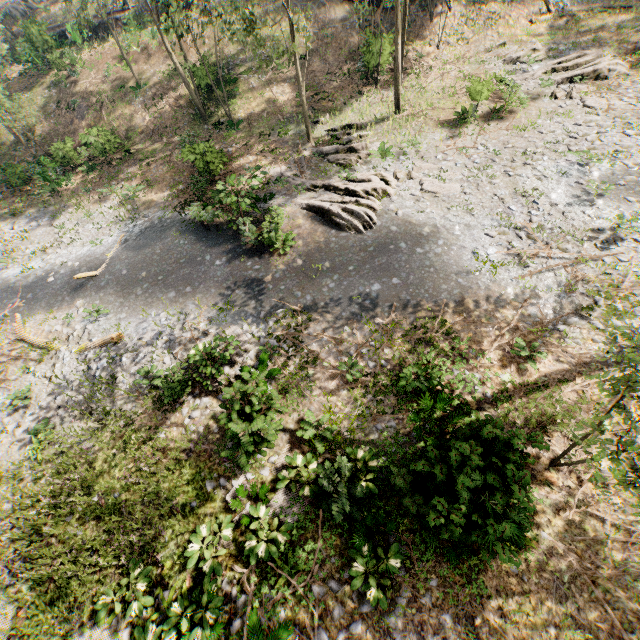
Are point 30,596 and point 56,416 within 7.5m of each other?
yes

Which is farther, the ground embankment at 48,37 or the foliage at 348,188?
the ground embankment at 48,37

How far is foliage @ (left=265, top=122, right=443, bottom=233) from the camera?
15.61m

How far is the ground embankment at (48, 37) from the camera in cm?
2855

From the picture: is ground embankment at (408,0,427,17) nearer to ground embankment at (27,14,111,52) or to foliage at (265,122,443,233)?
foliage at (265,122,443,233)

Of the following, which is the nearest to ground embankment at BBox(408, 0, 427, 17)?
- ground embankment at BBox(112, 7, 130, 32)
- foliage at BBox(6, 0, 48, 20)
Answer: foliage at BBox(6, 0, 48, 20)
